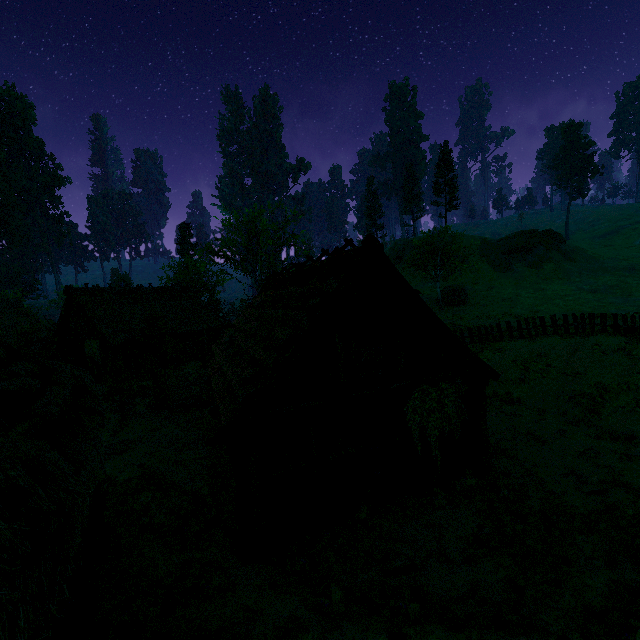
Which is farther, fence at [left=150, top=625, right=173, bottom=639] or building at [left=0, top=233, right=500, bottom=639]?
fence at [left=150, top=625, right=173, bottom=639]

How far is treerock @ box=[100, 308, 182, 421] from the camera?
17.8m

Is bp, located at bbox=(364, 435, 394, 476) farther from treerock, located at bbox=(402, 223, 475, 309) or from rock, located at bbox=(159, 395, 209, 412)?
rock, located at bbox=(159, 395, 209, 412)

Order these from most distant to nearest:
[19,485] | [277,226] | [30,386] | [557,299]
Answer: [277,226] → [557,299] → [30,386] → [19,485]

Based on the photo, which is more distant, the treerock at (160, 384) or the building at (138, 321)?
the treerock at (160, 384)

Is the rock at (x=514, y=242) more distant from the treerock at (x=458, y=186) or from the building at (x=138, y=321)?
the building at (x=138, y=321)
